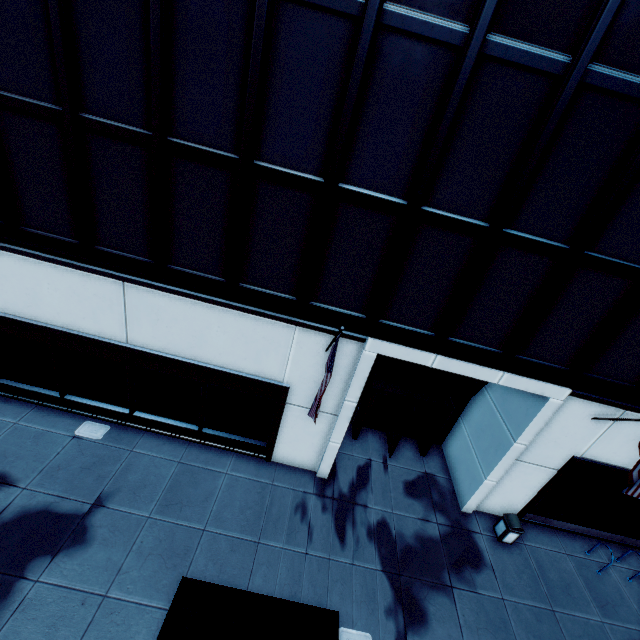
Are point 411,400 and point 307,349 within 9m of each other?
yes

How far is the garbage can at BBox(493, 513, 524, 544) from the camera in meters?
11.0

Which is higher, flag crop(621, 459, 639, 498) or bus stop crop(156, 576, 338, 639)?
flag crop(621, 459, 639, 498)

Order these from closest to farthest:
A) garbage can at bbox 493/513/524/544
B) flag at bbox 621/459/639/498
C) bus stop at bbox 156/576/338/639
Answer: bus stop at bbox 156/576/338/639, flag at bbox 621/459/639/498, garbage can at bbox 493/513/524/544

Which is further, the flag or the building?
the flag

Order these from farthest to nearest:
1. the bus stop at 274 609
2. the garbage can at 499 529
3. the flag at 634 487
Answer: the garbage can at 499 529
the flag at 634 487
the bus stop at 274 609

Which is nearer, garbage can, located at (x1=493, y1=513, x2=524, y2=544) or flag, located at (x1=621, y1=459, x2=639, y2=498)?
flag, located at (x1=621, y1=459, x2=639, y2=498)

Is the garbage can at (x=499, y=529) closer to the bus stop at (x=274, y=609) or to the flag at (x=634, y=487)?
the flag at (x=634, y=487)
